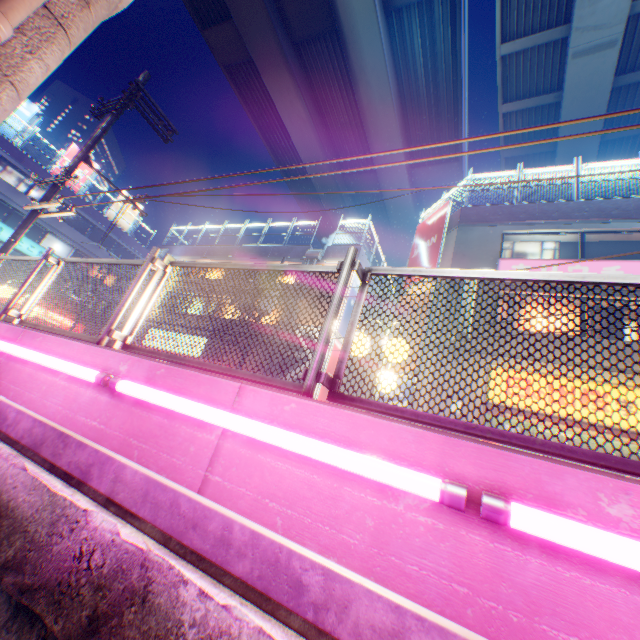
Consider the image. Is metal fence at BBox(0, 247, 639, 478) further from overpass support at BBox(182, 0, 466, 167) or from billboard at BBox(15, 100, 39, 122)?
billboard at BBox(15, 100, 39, 122)

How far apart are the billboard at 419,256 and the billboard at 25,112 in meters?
34.3 m

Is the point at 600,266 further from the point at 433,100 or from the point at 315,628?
the point at 433,100

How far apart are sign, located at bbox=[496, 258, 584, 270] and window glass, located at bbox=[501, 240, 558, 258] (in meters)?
0.56

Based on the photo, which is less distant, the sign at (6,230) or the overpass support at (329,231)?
the sign at (6,230)

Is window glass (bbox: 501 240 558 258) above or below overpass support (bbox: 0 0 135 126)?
above

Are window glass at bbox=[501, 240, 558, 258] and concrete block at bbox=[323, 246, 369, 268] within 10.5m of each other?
yes

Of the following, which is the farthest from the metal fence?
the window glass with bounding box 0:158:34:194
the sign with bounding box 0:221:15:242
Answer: the window glass with bounding box 0:158:34:194
